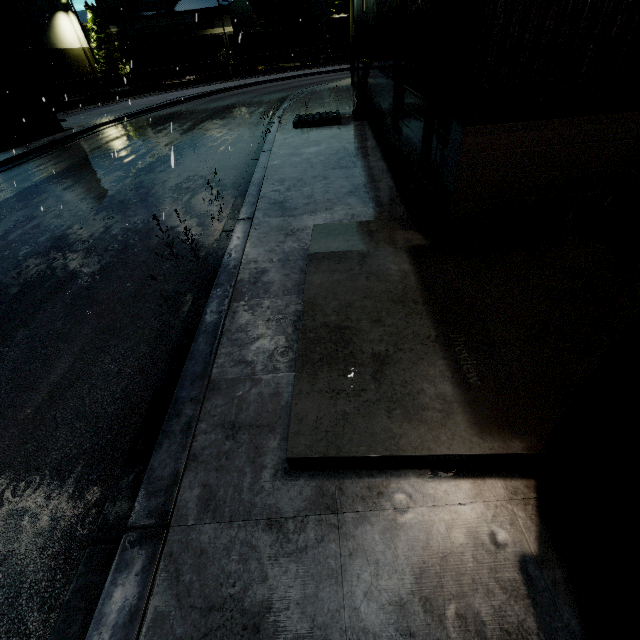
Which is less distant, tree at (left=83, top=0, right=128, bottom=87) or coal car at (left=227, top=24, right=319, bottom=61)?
coal car at (left=227, top=24, right=319, bottom=61)

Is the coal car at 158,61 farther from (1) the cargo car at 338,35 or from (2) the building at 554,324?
(2) the building at 554,324

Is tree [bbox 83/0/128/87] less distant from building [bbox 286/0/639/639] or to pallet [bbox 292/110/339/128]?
building [bbox 286/0/639/639]

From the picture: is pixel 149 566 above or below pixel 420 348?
below

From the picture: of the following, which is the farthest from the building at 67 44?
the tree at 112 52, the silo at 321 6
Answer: the silo at 321 6

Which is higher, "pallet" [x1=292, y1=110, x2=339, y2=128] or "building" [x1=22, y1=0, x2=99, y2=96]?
"building" [x1=22, y1=0, x2=99, y2=96]

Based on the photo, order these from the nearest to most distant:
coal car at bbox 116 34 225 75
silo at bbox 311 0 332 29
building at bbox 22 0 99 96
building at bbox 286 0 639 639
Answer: building at bbox 286 0 639 639
coal car at bbox 116 34 225 75
building at bbox 22 0 99 96
silo at bbox 311 0 332 29

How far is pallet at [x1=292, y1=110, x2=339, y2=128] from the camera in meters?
13.0
